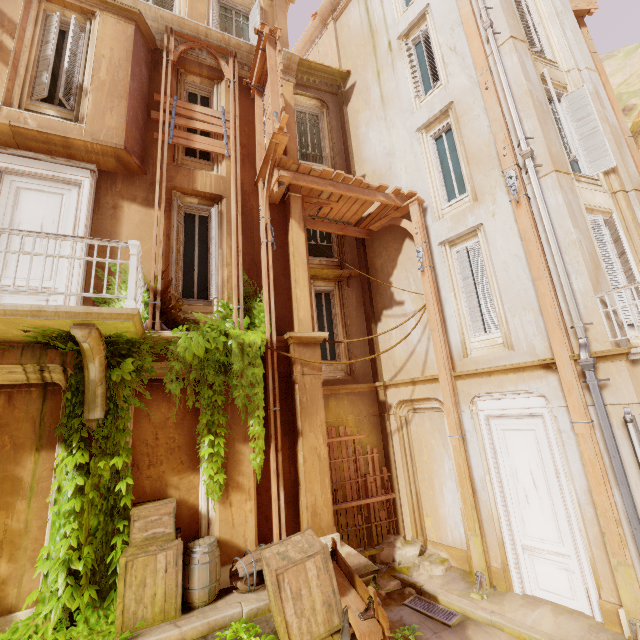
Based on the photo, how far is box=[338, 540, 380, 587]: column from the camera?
5.6m

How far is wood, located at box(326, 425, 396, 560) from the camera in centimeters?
830cm

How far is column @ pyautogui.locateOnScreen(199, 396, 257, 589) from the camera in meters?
→ 5.7 m

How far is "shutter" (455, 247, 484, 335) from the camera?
8.1 meters

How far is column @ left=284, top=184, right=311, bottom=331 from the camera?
7.7m

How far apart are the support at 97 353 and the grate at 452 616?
7.0m

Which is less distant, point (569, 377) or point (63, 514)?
point (63, 514)

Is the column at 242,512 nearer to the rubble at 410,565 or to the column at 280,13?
the rubble at 410,565
